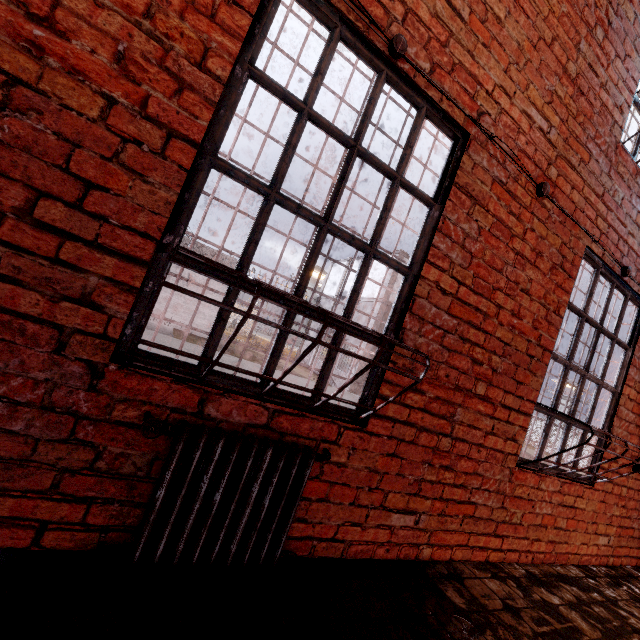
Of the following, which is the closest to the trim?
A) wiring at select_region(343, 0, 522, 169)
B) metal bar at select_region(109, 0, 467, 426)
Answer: wiring at select_region(343, 0, 522, 169)

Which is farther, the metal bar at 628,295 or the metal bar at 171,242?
the metal bar at 628,295

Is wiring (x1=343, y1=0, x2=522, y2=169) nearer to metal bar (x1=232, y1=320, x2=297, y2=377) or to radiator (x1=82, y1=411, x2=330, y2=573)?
metal bar (x1=232, y1=320, x2=297, y2=377)

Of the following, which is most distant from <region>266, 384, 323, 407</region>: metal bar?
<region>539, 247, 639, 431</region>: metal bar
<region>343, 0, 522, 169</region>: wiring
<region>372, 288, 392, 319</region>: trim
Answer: <region>372, 288, 392, 319</region>: trim

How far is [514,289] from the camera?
2.4m

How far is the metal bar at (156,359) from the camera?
1.4m

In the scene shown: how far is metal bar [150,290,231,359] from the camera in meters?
1.5
